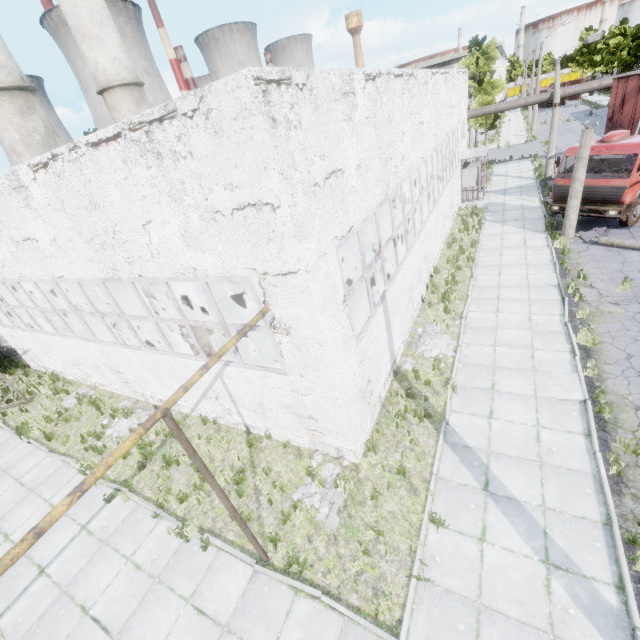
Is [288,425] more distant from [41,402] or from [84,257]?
[41,402]

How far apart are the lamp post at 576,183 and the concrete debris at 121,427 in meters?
18.3 m

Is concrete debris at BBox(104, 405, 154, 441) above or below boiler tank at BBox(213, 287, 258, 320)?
below

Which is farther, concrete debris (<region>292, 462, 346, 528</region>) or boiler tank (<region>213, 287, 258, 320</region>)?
boiler tank (<region>213, 287, 258, 320</region>)

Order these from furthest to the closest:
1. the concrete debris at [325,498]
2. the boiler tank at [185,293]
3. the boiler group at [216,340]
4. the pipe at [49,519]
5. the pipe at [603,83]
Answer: the pipe at [603,83] < the boiler tank at [185,293] < the boiler group at [216,340] < the concrete debris at [325,498] < the pipe at [49,519]

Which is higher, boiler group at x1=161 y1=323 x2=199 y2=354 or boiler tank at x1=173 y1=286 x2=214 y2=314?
boiler group at x1=161 y1=323 x2=199 y2=354

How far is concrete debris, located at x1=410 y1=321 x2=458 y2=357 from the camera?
10.6m

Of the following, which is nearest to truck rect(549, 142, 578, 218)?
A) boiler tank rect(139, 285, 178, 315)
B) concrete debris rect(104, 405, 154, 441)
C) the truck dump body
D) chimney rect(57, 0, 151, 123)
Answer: the truck dump body
